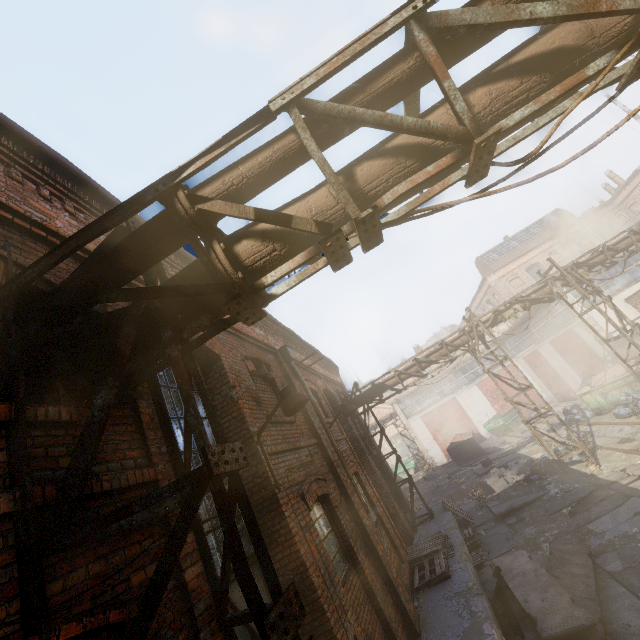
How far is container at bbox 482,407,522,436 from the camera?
24.78m

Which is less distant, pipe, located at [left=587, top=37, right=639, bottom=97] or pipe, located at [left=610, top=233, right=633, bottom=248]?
pipe, located at [left=587, top=37, right=639, bottom=97]

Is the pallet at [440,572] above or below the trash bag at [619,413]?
above

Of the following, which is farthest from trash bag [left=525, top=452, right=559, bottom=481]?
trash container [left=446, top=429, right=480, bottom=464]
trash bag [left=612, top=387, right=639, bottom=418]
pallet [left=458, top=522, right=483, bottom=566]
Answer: trash container [left=446, top=429, right=480, bottom=464]

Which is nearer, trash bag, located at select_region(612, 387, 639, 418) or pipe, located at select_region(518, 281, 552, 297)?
pipe, located at select_region(518, 281, 552, 297)

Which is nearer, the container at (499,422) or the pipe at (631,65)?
the pipe at (631,65)

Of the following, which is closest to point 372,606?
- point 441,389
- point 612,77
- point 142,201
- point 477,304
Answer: point 142,201

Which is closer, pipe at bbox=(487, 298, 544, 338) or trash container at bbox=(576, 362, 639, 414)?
pipe at bbox=(487, 298, 544, 338)
